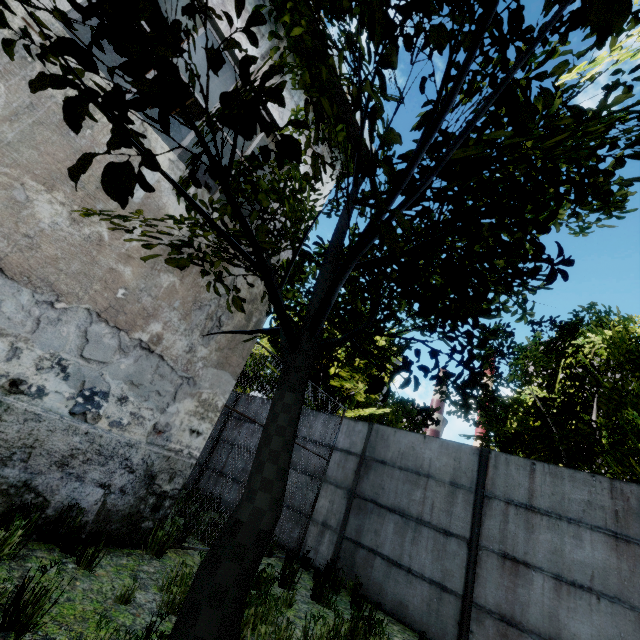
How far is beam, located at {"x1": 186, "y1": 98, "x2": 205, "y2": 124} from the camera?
7.5m

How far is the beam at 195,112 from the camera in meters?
7.5 m

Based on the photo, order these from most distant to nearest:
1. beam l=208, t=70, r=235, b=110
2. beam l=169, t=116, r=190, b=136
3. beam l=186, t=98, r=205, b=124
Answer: beam l=169, t=116, r=190, b=136
beam l=186, t=98, r=205, b=124
beam l=208, t=70, r=235, b=110

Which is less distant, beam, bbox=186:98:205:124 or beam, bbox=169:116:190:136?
beam, bbox=186:98:205:124

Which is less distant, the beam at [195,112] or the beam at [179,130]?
the beam at [195,112]

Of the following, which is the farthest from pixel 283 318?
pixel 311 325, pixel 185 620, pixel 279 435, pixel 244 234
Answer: pixel 185 620
